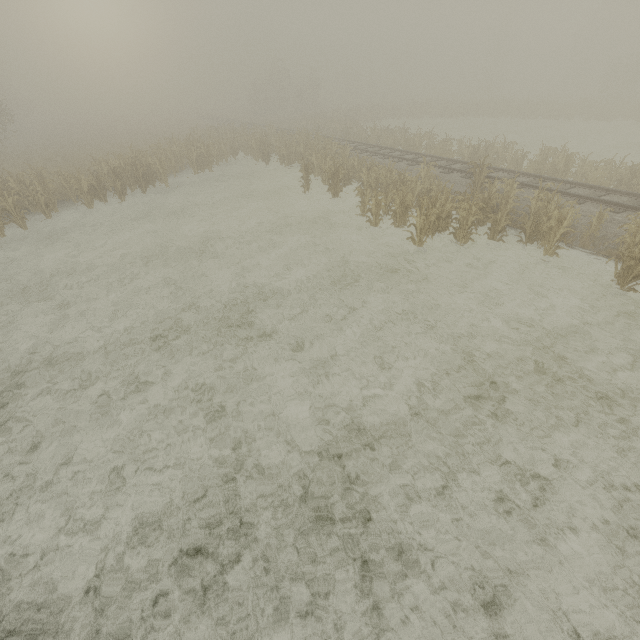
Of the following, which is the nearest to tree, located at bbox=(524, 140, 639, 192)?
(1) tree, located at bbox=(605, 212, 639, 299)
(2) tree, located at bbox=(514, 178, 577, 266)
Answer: (1) tree, located at bbox=(605, 212, 639, 299)

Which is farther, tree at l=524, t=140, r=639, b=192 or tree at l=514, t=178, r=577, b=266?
tree at l=524, t=140, r=639, b=192

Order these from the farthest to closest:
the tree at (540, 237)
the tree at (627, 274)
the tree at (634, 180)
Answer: the tree at (634, 180) → the tree at (540, 237) → the tree at (627, 274)

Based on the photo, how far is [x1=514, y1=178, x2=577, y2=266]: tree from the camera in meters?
9.4 m

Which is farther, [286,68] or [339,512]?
[286,68]

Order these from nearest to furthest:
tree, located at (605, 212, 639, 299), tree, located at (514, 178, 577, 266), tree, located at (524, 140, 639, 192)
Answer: tree, located at (605, 212, 639, 299)
tree, located at (514, 178, 577, 266)
tree, located at (524, 140, 639, 192)

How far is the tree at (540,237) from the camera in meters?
9.4 m
